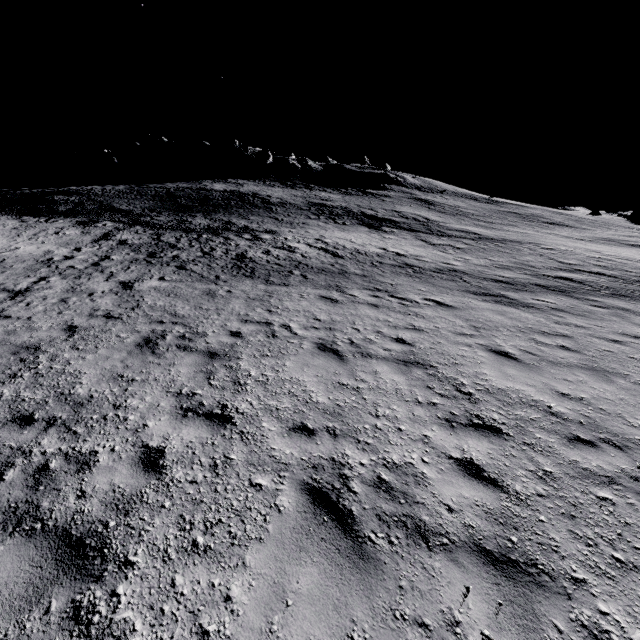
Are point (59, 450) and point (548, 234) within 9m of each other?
no

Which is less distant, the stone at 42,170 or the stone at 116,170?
the stone at 116,170

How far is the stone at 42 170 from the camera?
52.7 meters

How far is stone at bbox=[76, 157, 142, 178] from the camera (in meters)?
51.97

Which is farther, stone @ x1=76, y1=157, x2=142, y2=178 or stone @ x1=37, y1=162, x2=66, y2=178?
stone @ x1=37, y1=162, x2=66, y2=178

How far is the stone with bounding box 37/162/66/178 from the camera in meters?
52.7 m
